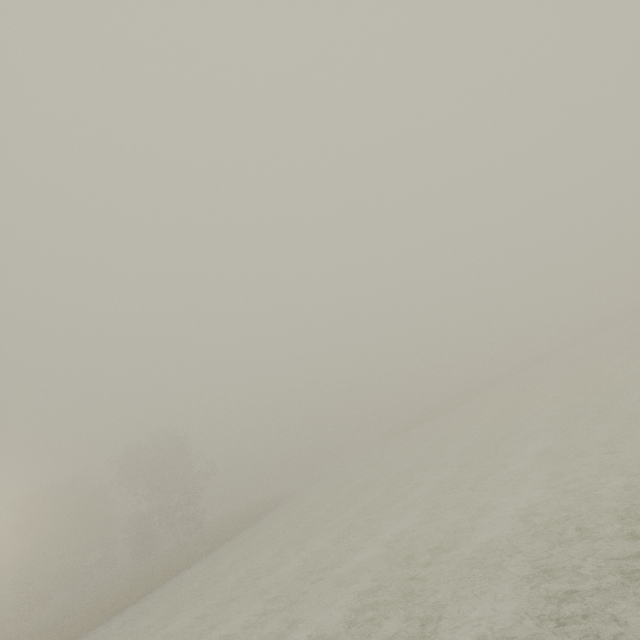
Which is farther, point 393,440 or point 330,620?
point 393,440
